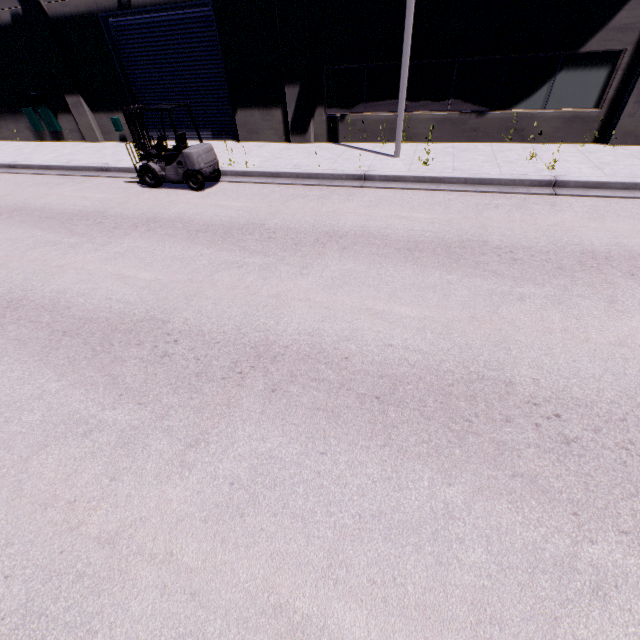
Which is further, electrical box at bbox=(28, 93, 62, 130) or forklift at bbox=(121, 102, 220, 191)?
electrical box at bbox=(28, 93, 62, 130)

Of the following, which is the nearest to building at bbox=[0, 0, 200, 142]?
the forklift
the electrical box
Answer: the electrical box

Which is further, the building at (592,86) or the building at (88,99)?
the building at (88,99)

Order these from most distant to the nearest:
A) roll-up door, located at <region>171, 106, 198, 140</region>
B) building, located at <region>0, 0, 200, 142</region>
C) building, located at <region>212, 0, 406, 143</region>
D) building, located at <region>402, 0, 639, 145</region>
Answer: roll-up door, located at <region>171, 106, 198, 140</region> < building, located at <region>0, 0, 200, 142</region> < building, located at <region>212, 0, 406, 143</region> < building, located at <region>402, 0, 639, 145</region>

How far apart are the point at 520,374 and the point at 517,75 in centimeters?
1120cm

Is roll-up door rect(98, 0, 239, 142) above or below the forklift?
above

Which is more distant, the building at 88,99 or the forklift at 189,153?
the building at 88,99

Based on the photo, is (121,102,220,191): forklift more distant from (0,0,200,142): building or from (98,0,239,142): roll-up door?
(0,0,200,142): building
